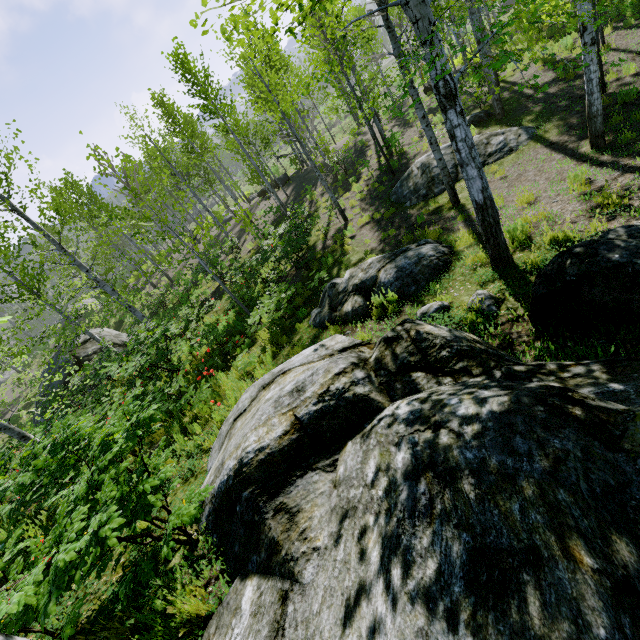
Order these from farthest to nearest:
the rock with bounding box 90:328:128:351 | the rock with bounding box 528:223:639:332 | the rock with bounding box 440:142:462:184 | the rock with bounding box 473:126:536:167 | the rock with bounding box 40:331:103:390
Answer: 1. the rock with bounding box 90:328:128:351
2. the rock with bounding box 40:331:103:390
3. the rock with bounding box 440:142:462:184
4. the rock with bounding box 473:126:536:167
5. the rock with bounding box 528:223:639:332

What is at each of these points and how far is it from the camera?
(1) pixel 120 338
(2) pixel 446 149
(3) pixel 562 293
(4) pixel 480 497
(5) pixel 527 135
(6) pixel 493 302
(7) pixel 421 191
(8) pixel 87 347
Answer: (1) rock, 21.6 meters
(2) rock, 11.2 meters
(3) rock, 3.4 meters
(4) rock, 1.4 meters
(5) rock, 9.9 meters
(6) rock, 4.6 meters
(7) rock, 10.9 meters
(8) rock, 19.9 meters

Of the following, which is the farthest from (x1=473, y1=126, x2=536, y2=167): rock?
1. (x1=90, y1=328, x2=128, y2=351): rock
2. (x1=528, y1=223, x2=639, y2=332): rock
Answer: (x1=90, y1=328, x2=128, y2=351): rock

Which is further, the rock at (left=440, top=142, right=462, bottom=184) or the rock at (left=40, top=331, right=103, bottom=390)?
the rock at (left=40, top=331, right=103, bottom=390)

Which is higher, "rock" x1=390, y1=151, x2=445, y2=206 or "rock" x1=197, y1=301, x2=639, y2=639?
"rock" x1=197, y1=301, x2=639, y2=639

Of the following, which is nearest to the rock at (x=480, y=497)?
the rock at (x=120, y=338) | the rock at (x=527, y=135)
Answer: the rock at (x=527, y=135)

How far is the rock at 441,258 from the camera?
6.35m
